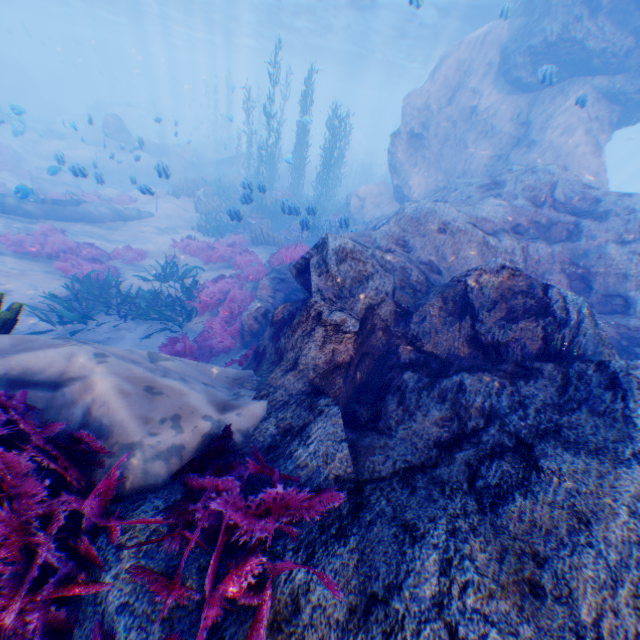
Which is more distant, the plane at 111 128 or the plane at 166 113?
the plane at 166 113

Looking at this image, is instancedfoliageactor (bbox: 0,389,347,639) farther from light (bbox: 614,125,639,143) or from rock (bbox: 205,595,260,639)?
light (bbox: 614,125,639,143)

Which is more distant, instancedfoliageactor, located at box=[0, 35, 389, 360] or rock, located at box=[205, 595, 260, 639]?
instancedfoliageactor, located at box=[0, 35, 389, 360]

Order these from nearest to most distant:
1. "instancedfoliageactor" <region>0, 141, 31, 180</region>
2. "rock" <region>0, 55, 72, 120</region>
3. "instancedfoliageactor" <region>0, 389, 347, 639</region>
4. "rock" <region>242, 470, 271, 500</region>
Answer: "instancedfoliageactor" <region>0, 389, 347, 639</region>
"rock" <region>242, 470, 271, 500</region>
"instancedfoliageactor" <region>0, 141, 31, 180</region>
"rock" <region>0, 55, 72, 120</region>

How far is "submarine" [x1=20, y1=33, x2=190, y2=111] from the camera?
49.5m

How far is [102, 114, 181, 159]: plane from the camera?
23.2 meters

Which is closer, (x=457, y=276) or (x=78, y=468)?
(x=78, y=468)

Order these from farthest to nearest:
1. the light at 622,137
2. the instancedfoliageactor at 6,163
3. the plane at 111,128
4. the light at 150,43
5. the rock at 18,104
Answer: the rock at 18,104 → the light at 622,137 → the plane at 111,128 → the light at 150,43 → the instancedfoliageactor at 6,163
